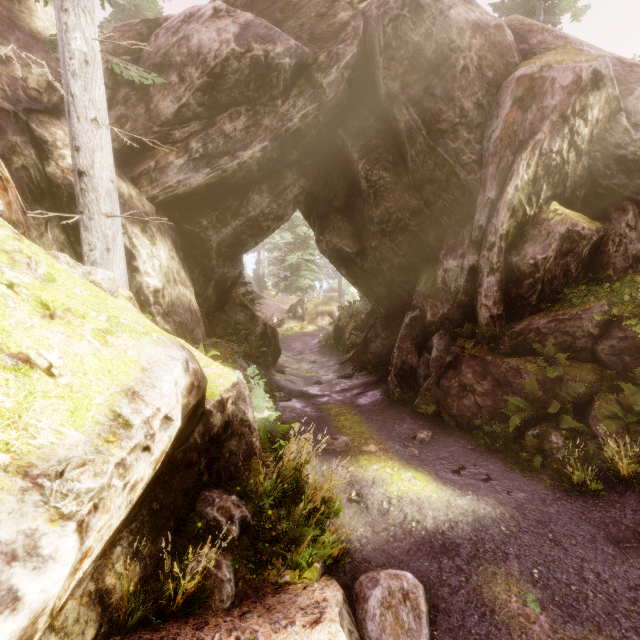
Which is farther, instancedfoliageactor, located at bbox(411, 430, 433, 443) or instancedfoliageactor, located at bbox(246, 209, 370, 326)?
instancedfoliageactor, located at bbox(246, 209, 370, 326)

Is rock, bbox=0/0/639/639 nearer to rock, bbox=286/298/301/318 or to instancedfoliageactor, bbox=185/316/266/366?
instancedfoliageactor, bbox=185/316/266/366

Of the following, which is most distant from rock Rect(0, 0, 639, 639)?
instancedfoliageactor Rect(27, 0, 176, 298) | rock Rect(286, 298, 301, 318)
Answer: rock Rect(286, 298, 301, 318)

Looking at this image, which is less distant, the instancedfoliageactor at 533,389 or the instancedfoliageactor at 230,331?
the instancedfoliageactor at 533,389

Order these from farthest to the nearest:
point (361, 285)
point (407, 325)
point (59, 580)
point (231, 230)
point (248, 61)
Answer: point (361, 285) < point (407, 325) < point (231, 230) < point (248, 61) < point (59, 580)

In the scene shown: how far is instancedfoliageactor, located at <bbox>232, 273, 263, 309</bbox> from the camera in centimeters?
1725cm

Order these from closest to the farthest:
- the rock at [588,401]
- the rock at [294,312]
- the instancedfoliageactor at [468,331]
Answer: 1. the rock at [588,401]
2. the instancedfoliageactor at [468,331]
3. the rock at [294,312]
